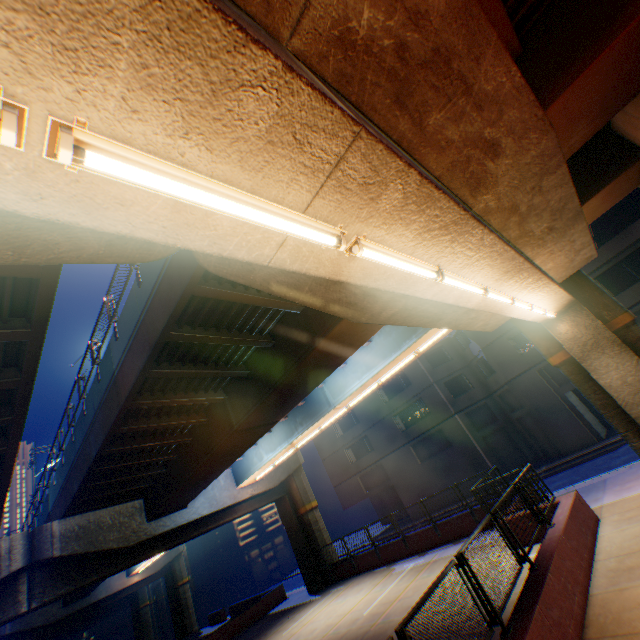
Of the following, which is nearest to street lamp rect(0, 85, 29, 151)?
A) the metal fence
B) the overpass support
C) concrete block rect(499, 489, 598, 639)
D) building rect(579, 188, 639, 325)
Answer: the overpass support

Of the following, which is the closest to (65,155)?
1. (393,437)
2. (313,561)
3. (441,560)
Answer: (441,560)

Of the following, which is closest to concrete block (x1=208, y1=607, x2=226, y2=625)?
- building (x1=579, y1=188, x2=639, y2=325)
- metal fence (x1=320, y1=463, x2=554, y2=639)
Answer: metal fence (x1=320, y1=463, x2=554, y2=639)

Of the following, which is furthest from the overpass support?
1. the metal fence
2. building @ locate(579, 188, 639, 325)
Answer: building @ locate(579, 188, 639, 325)

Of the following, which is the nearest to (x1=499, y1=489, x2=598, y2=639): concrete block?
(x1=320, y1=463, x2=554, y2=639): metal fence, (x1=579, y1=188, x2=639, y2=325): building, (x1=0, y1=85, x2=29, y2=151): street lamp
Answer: (x1=320, y1=463, x2=554, y2=639): metal fence

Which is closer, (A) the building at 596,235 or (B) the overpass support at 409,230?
(B) the overpass support at 409,230

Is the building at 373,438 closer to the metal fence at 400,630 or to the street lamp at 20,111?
the metal fence at 400,630

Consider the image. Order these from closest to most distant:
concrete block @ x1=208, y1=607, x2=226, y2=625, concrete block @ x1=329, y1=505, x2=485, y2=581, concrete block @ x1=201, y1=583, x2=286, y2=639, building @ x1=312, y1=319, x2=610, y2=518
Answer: concrete block @ x1=329, y1=505, x2=485, y2=581 < concrete block @ x1=201, y1=583, x2=286, y2=639 < building @ x1=312, y1=319, x2=610, y2=518 < concrete block @ x1=208, y1=607, x2=226, y2=625
